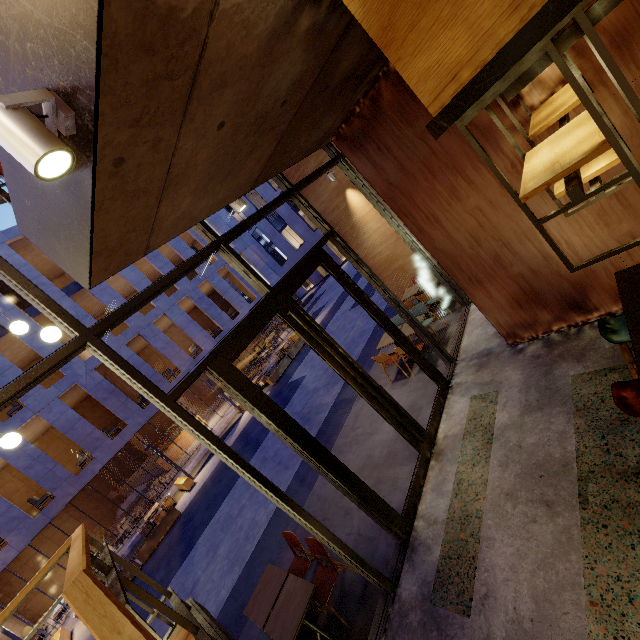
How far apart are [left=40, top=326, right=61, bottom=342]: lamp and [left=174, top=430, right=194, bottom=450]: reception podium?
21.6 meters

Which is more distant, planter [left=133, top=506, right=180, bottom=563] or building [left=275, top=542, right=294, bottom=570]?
A: planter [left=133, top=506, right=180, bottom=563]

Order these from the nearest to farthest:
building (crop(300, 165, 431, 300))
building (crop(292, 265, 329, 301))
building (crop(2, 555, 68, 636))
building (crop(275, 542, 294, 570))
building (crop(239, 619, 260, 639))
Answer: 1. building (crop(239, 619, 260, 639))
2. building (crop(275, 542, 294, 570))
3. building (crop(300, 165, 431, 300))
4. building (crop(2, 555, 68, 636))
5. building (crop(292, 265, 329, 301))

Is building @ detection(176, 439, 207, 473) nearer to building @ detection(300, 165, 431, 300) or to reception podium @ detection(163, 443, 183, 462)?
reception podium @ detection(163, 443, 183, 462)

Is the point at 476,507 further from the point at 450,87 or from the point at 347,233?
the point at 347,233

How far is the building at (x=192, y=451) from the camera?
18.3 meters

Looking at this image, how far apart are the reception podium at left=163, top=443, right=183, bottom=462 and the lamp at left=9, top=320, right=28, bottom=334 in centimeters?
2081cm

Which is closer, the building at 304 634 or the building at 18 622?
the building at 304 634
